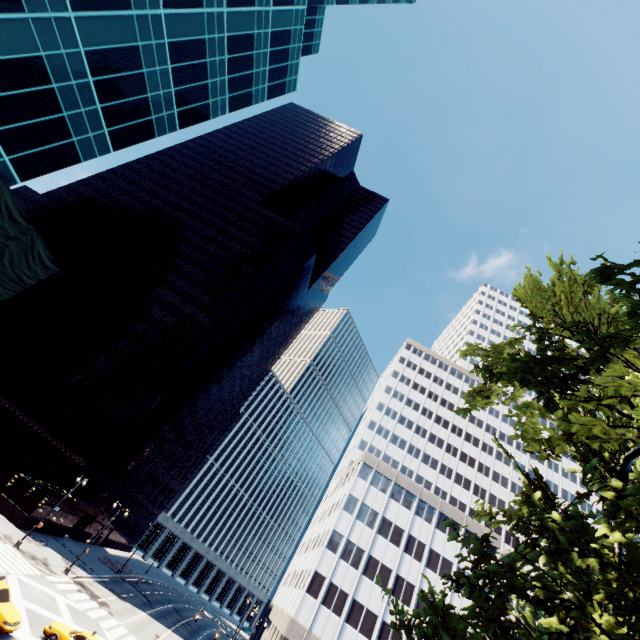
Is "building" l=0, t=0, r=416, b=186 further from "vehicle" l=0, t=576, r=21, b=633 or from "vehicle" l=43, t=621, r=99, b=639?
"vehicle" l=43, t=621, r=99, b=639

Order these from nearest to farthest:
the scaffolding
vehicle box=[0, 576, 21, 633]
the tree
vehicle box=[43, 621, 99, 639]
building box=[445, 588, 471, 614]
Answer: the tree < the scaffolding < vehicle box=[0, 576, 21, 633] < vehicle box=[43, 621, 99, 639] < building box=[445, 588, 471, 614]

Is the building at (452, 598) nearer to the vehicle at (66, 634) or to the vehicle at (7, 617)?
the vehicle at (66, 634)

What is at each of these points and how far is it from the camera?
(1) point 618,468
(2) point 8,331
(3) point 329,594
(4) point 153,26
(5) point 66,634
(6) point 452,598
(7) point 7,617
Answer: (1) tree, 11.30m
(2) building, 50.81m
(3) building, 42.59m
(4) building, 22.64m
(5) vehicle, 21.77m
(6) building, 44.97m
(7) vehicle, 19.12m

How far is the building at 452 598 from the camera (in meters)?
44.31

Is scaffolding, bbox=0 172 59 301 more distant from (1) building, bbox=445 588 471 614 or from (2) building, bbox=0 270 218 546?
(1) building, bbox=445 588 471 614

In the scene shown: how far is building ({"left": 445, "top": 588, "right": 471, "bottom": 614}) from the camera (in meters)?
44.31

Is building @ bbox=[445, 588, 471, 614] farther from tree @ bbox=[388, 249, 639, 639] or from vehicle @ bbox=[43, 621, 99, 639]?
vehicle @ bbox=[43, 621, 99, 639]
